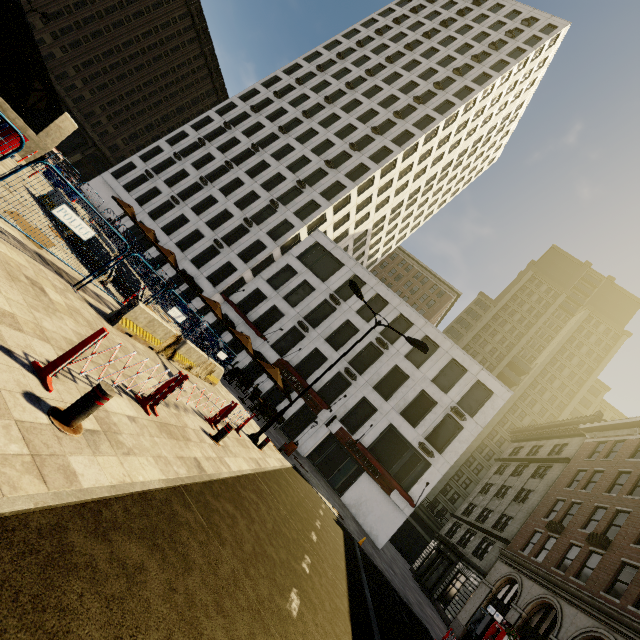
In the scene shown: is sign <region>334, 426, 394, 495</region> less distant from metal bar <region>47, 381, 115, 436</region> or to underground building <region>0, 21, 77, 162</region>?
underground building <region>0, 21, 77, 162</region>

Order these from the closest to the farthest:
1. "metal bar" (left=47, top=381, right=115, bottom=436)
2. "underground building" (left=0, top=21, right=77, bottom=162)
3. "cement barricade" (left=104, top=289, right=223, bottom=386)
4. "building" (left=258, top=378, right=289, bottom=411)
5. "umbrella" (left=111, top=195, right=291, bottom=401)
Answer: "metal bar" (left=47, top=381, right=115, bottom=436) → "cement barricade" (left=104, top=289, right=223, bottom=386) → "underground building" (left=0, top=21, right=77, bottom=162) → "umbrella" (left=111, top=195, right=291, bottom=401) → "building" (left=258, top=378, right=289, bottom=411)

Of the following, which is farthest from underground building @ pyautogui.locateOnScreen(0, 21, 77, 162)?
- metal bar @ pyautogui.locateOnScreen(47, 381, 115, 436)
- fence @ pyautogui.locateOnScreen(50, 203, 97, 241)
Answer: metal bar @ pyautogui.locateOnScreen(47, 381, 115, 436)

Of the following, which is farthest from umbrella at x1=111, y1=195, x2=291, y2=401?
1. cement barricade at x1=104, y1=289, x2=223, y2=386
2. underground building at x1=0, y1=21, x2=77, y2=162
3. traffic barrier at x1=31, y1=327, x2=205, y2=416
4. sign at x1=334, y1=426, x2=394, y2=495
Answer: traffic barrier at x1=31, y1=327, x2=205, y2=416

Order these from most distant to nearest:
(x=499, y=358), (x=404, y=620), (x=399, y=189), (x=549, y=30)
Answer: (x=499, y=358)
(x=549, y=30)
(x=399, y=189)
(x=404, y=620)

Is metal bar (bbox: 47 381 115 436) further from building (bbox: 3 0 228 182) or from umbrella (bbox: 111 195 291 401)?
building (bbox: 3 0 228 182)

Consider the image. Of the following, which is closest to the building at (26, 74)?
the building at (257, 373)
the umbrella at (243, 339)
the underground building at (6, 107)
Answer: the underground building at (6, 107)

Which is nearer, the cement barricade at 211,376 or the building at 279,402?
the cement barricade at 211,376
